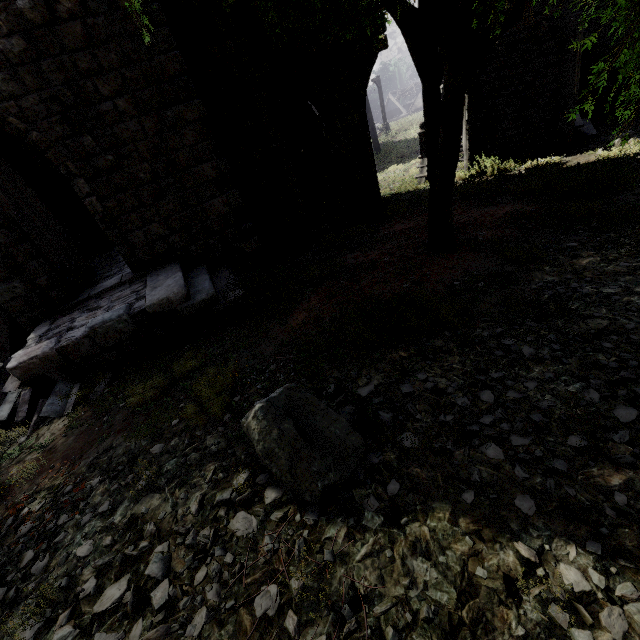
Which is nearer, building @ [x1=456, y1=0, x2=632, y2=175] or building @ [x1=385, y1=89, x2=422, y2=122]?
building @ [x1=456, y1=0, x2=632, y2=175]

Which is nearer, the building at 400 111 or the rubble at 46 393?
the rubble at 46 393

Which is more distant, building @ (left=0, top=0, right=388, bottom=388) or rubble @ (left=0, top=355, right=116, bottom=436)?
building @ (left=0, top=0, right=388, bottom=388)

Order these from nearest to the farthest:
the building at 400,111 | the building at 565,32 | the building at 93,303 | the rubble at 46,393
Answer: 1. the rubble at 46,393
2. the building at 93,303
3. the building at 565,32
4. the building at 400,111

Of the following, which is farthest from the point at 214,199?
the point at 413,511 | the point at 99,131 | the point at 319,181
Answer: the point at 413,511

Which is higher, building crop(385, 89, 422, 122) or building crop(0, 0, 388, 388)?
building crop(0, 0, 388, 388)

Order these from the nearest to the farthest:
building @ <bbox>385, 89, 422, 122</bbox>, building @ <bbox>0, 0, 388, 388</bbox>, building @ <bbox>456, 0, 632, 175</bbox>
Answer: building @ <bbox>0, 0, 388, 388</bbox>
building @ <bbox>456, 0, 632, 175</bbox>
building @ <bbox>385, 89, 422, 122</bbox>

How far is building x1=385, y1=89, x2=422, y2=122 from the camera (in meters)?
42.53
